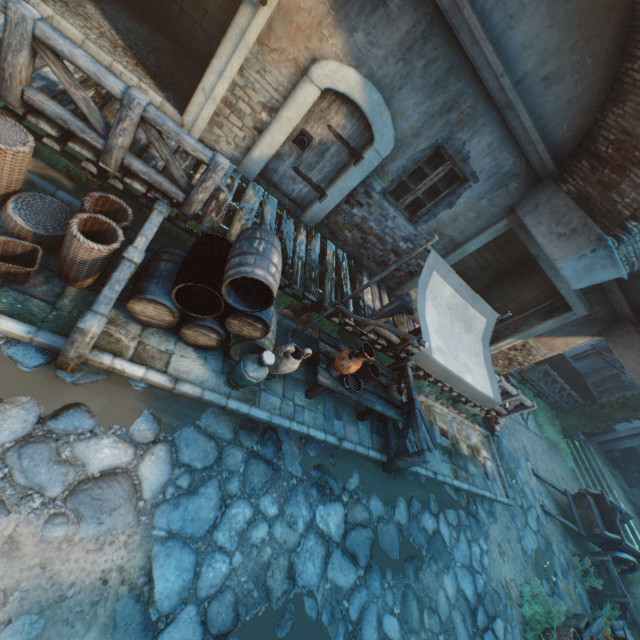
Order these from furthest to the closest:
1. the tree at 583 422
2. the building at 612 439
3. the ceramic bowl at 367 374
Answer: the building at 612 439
the tree at 583 422
the ceramic bowl at 367 374

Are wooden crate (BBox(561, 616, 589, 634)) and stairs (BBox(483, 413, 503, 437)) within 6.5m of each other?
yes

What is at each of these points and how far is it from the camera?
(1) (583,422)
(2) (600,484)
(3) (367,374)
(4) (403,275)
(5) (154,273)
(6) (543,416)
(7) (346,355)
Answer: (1) tree, 16.4 meters
(2) stairs, 15.8 meters
(3) ceramic bowl, 5.7 meters
(4) building, 8.0 meters
(5) barrel, 4.1 meters
(6) plants, 15.8 meters
(7) ceramic pot, 5.0 meters

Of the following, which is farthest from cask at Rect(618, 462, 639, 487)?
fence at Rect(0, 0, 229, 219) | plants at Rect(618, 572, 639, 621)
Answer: fence at Rect(0, 0, 229, 219)

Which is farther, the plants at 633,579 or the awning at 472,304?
the plants at 633,579

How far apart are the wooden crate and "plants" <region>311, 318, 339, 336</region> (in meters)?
8.85

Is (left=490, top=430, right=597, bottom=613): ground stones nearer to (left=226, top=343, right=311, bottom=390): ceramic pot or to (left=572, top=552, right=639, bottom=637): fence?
(left=572, top=552, right=639, bottom=637): fence

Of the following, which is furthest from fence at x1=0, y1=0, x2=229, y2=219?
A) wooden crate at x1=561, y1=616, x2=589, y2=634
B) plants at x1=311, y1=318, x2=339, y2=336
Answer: wooden crate at x1=561, y1=616, x2=589, y2=634
